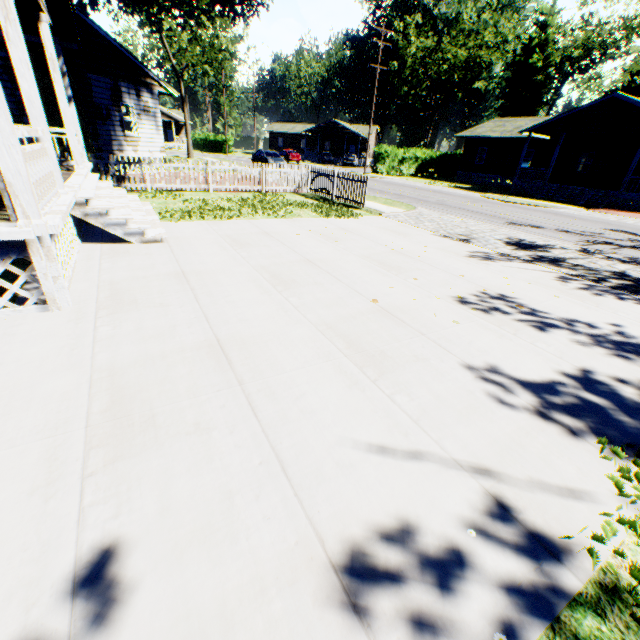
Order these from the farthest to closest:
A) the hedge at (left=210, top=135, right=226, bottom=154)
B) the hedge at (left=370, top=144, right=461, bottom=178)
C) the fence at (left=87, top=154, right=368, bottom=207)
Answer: the hedge at (left=210, top=135, right=226, bottom=154)
the hedge at (left=370, top=144, right=461, bottom=178)
the fence at (left=87, top=154, right=368, bottom=207)

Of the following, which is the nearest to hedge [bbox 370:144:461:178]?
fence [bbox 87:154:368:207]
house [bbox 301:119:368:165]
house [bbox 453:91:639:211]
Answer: house [bbox 453:91:639:211]

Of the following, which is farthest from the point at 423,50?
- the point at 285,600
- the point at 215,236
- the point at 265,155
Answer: the point at 285,600

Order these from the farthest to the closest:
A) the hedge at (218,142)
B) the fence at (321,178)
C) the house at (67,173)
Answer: the hedge at (218,142) → the fence at (321,178) → the house at (67,173)

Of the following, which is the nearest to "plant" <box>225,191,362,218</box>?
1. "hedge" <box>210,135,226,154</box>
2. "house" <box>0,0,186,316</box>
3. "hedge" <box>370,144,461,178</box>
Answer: "house" <box>0,0,186,316</box>

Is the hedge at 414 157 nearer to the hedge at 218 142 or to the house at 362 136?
the house at 362 136

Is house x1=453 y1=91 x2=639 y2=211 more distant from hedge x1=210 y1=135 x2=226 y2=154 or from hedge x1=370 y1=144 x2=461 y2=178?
hedge x1=210 y1=135 x2=226 y2=154

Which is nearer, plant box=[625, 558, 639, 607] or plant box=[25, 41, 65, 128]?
plant box=[625, 558, 639, 607]
